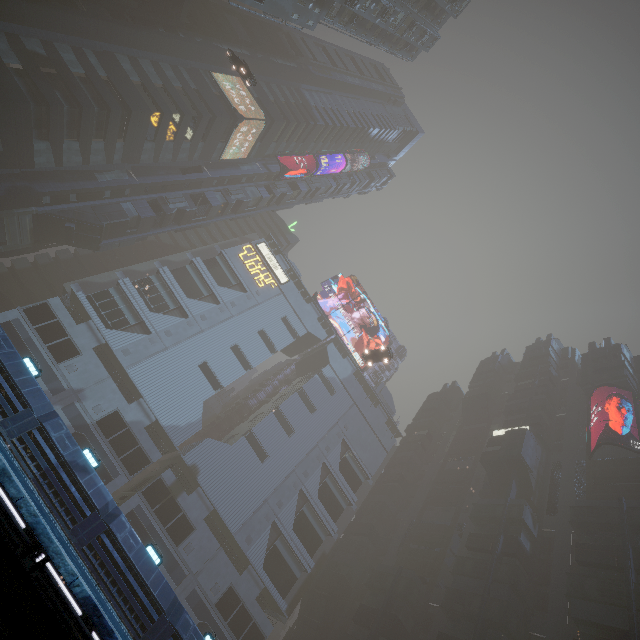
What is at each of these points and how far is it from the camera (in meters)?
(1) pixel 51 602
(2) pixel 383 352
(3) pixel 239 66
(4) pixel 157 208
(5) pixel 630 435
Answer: (1) building, 4.27
(2) car, 39.34
(3) car, 34.72
(4) building, 48.12
(5) building, 43.72

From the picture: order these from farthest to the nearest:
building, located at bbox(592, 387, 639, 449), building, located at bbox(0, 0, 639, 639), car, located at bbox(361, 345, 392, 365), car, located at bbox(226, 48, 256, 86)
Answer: building, located at bbox(592, 387, 639, 449), car, located at bbox(361, 345, 392, 365), car, located at bbox(226, 48, 256, 86), building, located at bbox(0, 0, 639, 639)

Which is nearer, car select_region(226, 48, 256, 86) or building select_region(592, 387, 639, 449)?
car select_region(226, 48, 256, 86)

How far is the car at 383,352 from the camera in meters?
39.0 m

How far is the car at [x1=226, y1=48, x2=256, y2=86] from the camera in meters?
34.6

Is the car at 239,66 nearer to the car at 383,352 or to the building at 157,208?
the building at 157,208

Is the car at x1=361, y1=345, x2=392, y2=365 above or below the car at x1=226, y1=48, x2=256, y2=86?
above

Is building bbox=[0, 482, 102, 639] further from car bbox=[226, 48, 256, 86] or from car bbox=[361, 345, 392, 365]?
car bbox=[361, 345, 392, 365]
